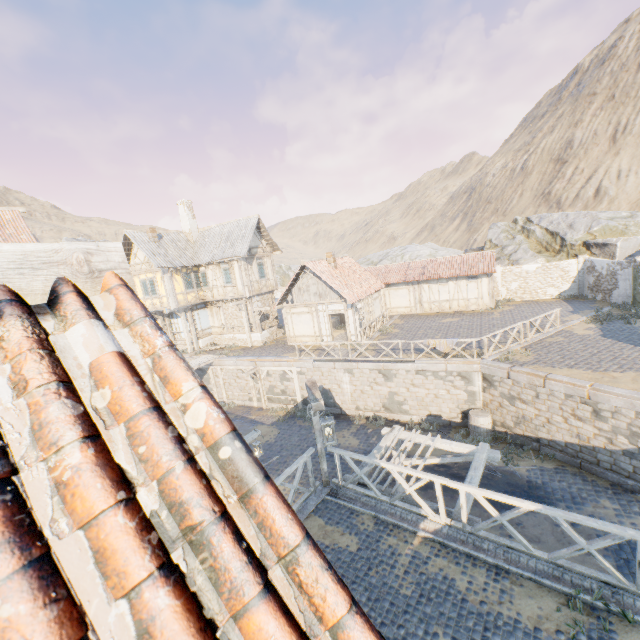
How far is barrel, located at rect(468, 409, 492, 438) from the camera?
14.54m

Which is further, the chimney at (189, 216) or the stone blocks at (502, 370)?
the chimney at (189, 216)

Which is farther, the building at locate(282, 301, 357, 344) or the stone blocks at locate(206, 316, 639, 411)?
the building at locate(282, 301, 357, 344)

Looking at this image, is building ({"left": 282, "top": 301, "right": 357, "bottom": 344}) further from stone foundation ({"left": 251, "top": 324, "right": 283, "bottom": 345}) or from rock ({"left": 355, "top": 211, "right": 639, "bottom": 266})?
rock ({"left": 355, "top": 211, "right": 639, "bottom": 266})

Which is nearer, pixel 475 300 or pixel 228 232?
pixel 228 232

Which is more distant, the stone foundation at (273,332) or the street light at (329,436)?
the stone foundation at (273,332)

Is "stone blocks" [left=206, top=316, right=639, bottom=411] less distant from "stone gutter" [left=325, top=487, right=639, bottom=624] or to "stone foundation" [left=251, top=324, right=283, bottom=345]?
"stone gutter" [left=325, top=487, right=639, bottom=624]

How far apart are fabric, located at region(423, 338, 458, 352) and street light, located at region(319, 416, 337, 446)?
10.3m
